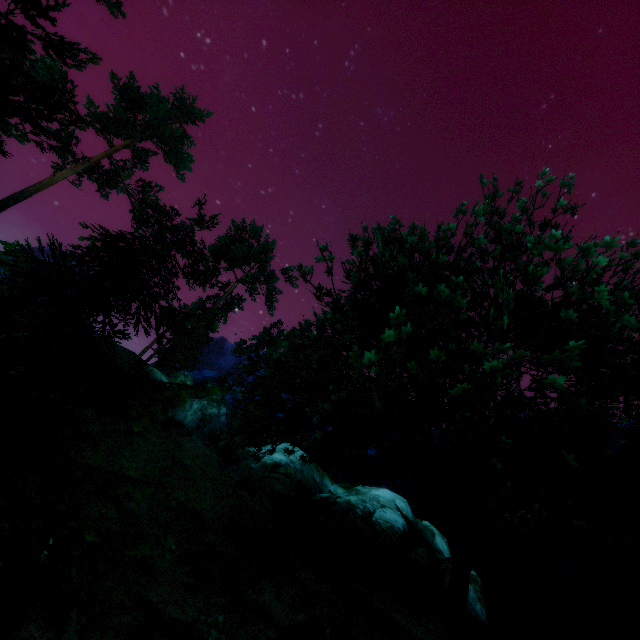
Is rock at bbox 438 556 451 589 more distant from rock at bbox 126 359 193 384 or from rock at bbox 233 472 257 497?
rock at bbox 126 359 193 384

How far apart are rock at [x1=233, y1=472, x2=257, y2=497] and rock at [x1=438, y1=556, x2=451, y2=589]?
11.5 meters

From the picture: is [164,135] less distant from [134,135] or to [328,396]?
[134,135]

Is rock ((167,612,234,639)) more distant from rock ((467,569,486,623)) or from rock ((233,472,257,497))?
rock ((467,569,486,623))

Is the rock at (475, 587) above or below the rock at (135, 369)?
below

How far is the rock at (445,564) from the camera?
17.9 meters

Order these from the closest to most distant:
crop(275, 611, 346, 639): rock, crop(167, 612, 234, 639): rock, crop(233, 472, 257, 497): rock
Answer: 1. crop(167, 612, 234, 639): rock
2. crop(275, 611, 346, 639): rock
3. crop(233, 472, 257, 497): rock

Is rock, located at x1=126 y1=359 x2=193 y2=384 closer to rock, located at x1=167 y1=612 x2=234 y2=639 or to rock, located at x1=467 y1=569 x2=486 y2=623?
rock, located at x1=467 y1=569 x2=486 y2=623
